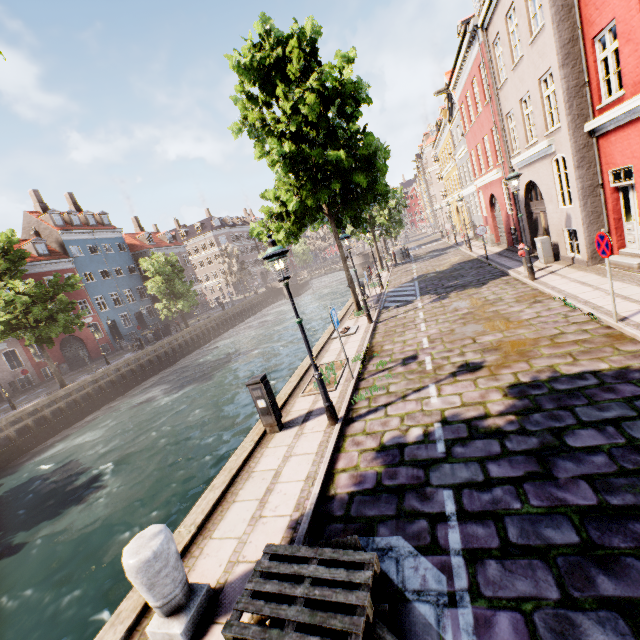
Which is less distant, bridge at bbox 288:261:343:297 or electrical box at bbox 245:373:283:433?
electrical box at bbox 245:373:283:433

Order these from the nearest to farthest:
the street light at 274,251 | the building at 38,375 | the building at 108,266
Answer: the street light at 274,251 < the building at 38,375 < the building at 108,266

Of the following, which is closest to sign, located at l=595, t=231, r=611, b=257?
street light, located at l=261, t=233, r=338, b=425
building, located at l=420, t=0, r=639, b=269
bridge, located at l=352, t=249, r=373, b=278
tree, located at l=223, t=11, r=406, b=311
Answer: street light, located at l=261, t=233, r=338, b=425

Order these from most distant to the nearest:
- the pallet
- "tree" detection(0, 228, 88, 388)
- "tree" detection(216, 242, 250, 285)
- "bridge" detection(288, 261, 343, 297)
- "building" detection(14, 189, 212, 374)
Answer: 1. "bridge" detection(288, 261, 343, 297)
2. "tree" detection(216, 242, 250, 285)
3. "building" detection(14, 189, 212, 374)
4. "tree" detection(0, 228, 88, 388)
5. the pallet

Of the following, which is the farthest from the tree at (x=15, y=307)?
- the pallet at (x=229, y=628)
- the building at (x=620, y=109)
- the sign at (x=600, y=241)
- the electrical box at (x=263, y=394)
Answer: the sign at (x=600, y=241)

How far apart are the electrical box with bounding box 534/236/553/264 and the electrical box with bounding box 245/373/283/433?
12.32m

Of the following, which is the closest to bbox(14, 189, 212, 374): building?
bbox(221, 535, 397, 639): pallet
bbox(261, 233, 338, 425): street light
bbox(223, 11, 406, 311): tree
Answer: bbox(223, 11, 406, 311): tree

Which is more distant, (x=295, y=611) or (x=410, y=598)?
(x=410, y=598)
